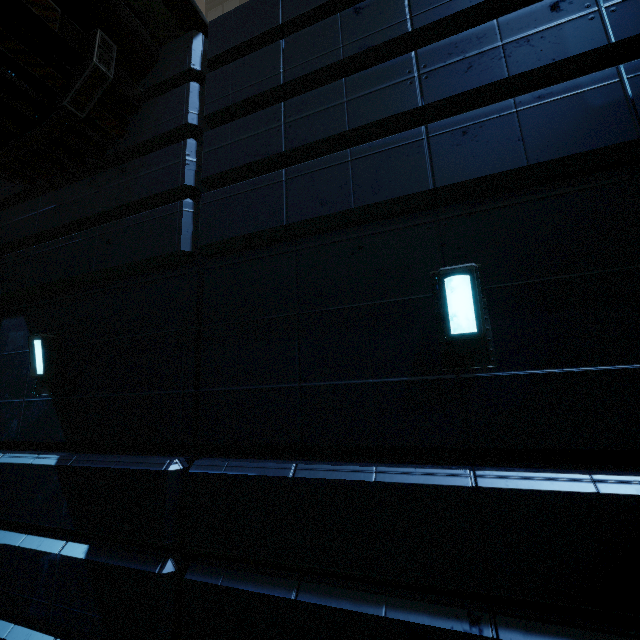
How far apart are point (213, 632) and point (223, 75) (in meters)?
6.23
